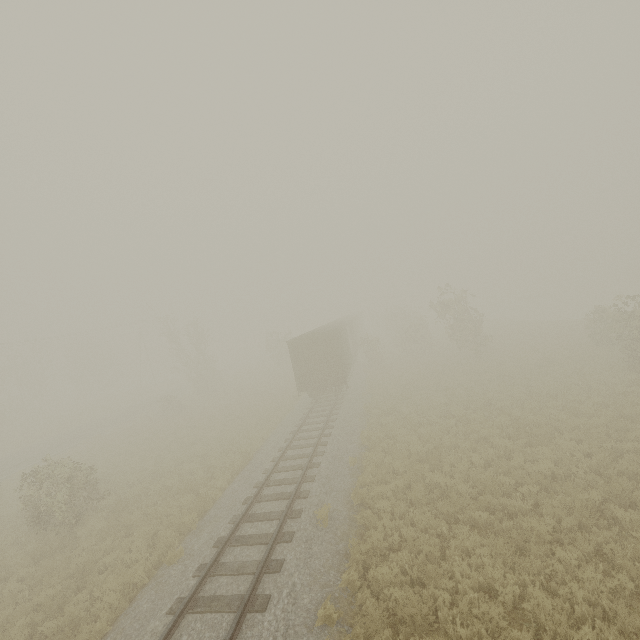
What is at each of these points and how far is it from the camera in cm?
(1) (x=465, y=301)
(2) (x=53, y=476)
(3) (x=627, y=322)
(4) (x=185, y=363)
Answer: (1) tree, 2916
(2) tree, 1370
(3) tree, 1762
(4) tree, 3681

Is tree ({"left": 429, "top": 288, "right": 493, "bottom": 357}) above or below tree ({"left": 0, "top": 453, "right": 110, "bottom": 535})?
above

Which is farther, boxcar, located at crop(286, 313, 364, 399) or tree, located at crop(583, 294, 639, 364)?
boxcar, located at crop(286, 313, 364, 399)

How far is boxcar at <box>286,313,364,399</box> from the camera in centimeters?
2173cm

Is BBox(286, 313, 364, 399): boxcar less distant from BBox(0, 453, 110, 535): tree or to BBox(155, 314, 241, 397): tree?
BBox(0, 453, 110, 535): tree

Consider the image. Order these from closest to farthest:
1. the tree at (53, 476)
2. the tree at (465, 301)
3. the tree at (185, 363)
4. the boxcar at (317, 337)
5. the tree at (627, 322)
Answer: the tree at (53, 476)
the tree at (627, 322)
the boxcar at (317, 337)
the tree at (465, 301)
the tree at (185, 363)

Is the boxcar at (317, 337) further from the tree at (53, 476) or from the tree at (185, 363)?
the tree at (185, 363)

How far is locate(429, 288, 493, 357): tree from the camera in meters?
27.0 m
